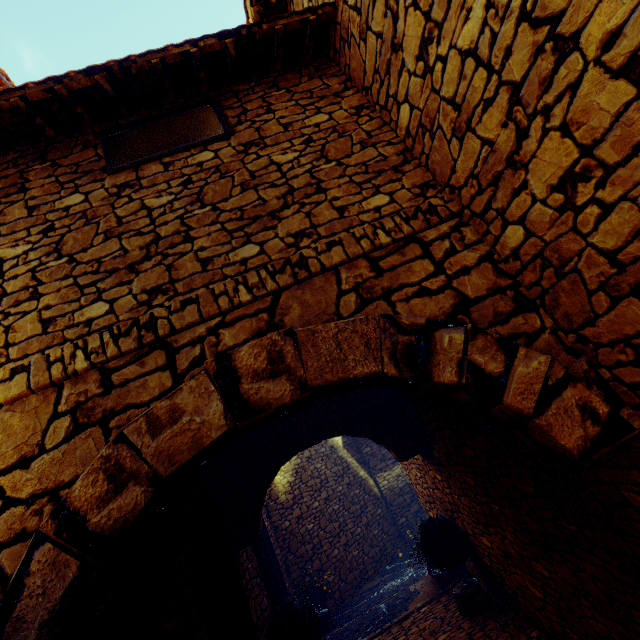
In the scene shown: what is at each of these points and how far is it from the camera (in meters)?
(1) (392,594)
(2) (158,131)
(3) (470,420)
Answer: (1) stair, 6.98
(2) window, 2.63
(3) window, 3.43

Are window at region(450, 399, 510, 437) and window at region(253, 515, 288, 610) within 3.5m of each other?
no

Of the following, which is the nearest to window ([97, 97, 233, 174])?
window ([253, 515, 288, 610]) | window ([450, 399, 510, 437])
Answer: window ([450, 399, 510, 437])

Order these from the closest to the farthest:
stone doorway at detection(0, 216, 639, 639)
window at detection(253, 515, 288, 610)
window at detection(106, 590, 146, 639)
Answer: stone doorway at detection(0, 216, 639, 639) → window at detection(106, 590, 146, 639) → window at detection(253, 515, 288, 610)

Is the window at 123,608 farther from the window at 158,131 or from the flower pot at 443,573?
the flower pot at 443,573

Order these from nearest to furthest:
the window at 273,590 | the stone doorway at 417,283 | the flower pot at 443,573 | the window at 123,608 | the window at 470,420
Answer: the stone doorway at 417,283 < the window at 123,608 < the window at 470,420 < the flower pot at 443,573 < the window at 273,590

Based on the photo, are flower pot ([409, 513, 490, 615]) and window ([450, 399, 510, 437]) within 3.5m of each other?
yes

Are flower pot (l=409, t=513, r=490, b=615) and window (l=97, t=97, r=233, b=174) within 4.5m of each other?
no
